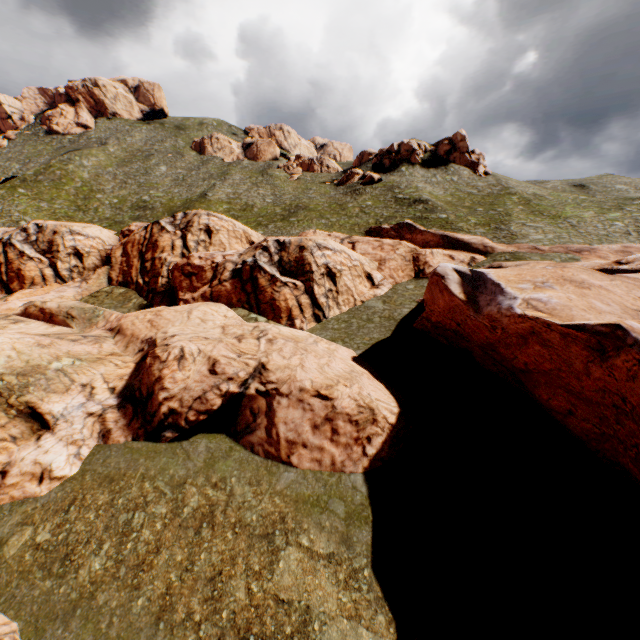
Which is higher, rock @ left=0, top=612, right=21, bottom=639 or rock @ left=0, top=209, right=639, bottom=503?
rock @ left=0, top=209, right=639, bottom=503

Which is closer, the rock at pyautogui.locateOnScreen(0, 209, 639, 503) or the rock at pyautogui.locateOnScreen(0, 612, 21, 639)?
the rock at pyautogui.locateOnScreen(0, 612, 21, 639)

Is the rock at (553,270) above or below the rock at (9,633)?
above

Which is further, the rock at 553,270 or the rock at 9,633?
the rock at 553,270

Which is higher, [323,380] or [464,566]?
[323,380]
